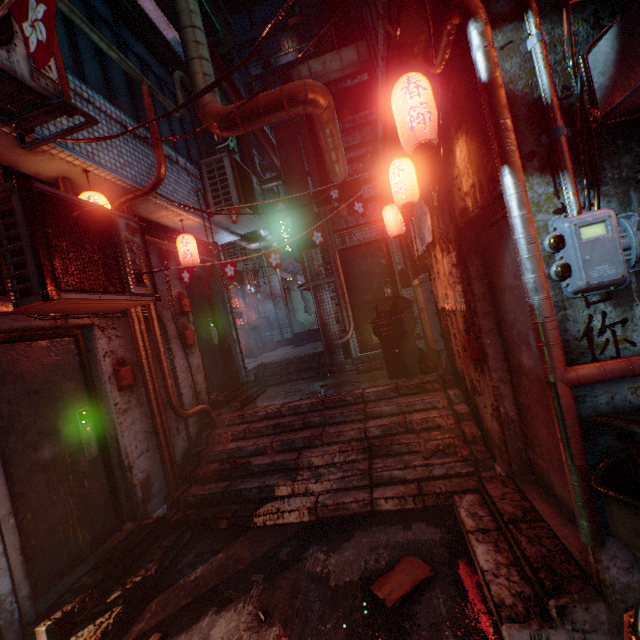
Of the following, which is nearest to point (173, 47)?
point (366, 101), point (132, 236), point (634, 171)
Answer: point (366, 101)

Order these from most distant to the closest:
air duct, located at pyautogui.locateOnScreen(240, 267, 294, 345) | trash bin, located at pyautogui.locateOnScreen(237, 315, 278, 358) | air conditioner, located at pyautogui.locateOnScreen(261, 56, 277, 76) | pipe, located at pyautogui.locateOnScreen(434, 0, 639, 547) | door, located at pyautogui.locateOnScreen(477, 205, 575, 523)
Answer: air conditioner, located at pyautogui.locateOnScreen(261, 56, 277, 76) < air duct, located at pyautogui.locateOnScreen(240, 267, 294, 345) < trash bin, located at pyautogui.locateOnScreen(237, 315, 278, 358) < door, located at pyautogui.locateOnScreen(477, 205, 575, 523) < pipe, located at pyautogui.locateOnScreen(434, 0, 639, 547)

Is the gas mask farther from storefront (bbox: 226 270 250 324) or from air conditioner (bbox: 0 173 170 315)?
storefront (bbox: 226 270 250 324)

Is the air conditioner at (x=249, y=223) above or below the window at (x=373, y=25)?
below

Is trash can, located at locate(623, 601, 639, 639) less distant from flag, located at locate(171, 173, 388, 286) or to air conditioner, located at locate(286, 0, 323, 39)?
flag, located at locate(171, 173, 388, 286)

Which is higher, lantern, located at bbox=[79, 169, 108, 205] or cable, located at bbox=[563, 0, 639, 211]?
lantern, located at bbox=[79, 169, 108, 205]

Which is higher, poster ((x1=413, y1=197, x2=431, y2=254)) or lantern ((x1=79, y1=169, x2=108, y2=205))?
lantern ((x1=79, y1=169, x2=108, y2=205))

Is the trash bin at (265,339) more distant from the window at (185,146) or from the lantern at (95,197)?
the lantern at (95,197)
